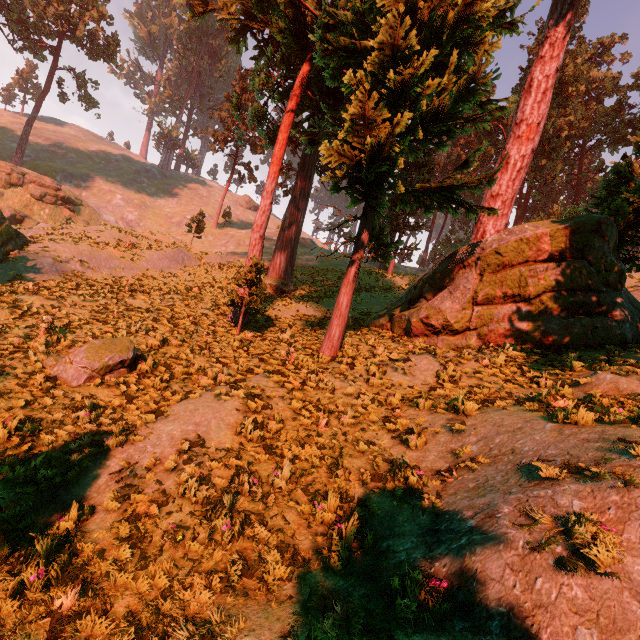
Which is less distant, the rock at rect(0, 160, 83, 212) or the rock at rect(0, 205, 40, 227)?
the rock at rect(0, 205, 40, 227)

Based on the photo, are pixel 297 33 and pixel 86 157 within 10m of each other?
no

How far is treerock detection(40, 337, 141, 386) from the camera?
8.4m

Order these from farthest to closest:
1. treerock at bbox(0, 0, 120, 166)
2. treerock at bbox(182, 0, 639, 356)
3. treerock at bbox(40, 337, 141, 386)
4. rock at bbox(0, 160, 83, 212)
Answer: treerock at bbox(0, 0, 120, 166), rock at bbox(0, 160, 83, 212), treerock at bbox(182, 0, 639, 356), treerock at bbox(40, 337, 141, 386)

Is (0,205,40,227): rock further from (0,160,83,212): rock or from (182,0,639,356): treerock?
(182,0,639,356): treerock

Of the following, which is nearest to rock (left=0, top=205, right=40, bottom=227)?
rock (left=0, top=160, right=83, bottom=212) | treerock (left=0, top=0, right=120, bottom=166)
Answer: rock (left=0, top=160, right=83, bottom=212)

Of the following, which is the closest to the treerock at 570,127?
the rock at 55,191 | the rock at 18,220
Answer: the rock at 55,191

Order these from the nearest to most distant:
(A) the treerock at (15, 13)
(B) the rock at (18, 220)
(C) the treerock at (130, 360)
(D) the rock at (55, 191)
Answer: (C) the treerock at (130, 360)
(B) the rock at (18, 220)
(D) the rock at (55, 191)
(A) the treerock at (15, 13)
